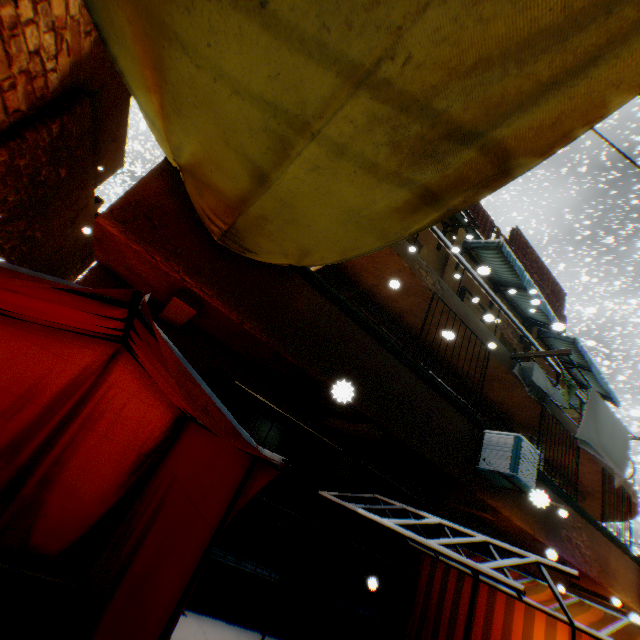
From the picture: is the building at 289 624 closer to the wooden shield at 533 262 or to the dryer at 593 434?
the dryer at 593 434

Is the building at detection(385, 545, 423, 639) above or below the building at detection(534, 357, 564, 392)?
below

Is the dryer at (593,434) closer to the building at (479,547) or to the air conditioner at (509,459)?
the building at (479,547)

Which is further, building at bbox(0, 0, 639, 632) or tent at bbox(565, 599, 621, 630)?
tent at bbox(565, 599, 621, 630)

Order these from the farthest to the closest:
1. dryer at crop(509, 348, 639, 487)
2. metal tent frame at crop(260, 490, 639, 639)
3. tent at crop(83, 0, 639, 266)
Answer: dryer at crop(509, 348, 639, 487) < metal tent frame at crop(260, 490, 639, 639) < tent at crop(83, 0, 639, 266)

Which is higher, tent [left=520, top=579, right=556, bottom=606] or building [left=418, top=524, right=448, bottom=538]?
building [left=418, top=524, right=448, bottom=538]

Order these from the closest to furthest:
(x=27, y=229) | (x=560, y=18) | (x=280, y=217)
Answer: (x=560, y=18), (x=280, y=217), (x=27, y=229)

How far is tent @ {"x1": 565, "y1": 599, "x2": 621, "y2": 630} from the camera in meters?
4.7 m
